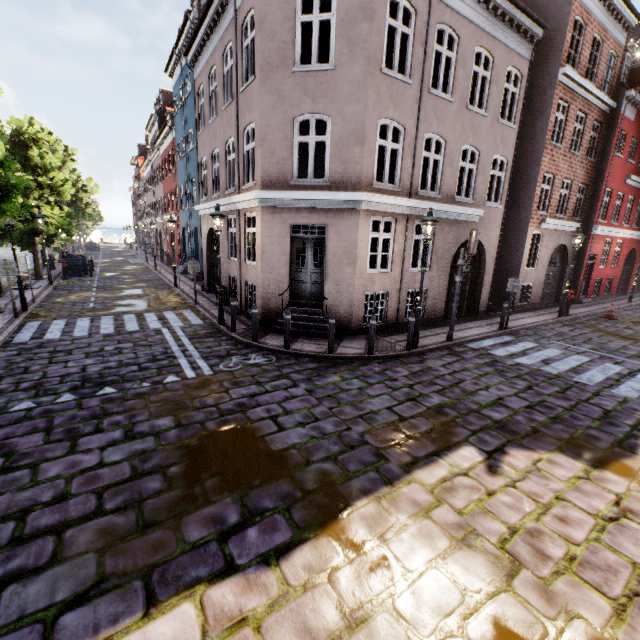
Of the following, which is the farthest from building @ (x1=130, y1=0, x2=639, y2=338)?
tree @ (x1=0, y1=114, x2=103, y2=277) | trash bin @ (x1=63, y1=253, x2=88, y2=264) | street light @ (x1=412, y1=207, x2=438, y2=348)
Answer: trash bin @ (x1=63, y1=253, x2=88, y2=264)

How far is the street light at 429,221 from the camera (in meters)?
8.64

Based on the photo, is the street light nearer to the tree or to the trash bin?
the tree

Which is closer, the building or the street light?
the street light

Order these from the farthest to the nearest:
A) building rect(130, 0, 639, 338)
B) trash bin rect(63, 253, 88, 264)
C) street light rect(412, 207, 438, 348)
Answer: trash bin rect(63, 253, 88, 264)
building rect(130, 0, 639, 338)
street light rect(412, 207, 438, 348)

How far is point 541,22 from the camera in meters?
11.5 m

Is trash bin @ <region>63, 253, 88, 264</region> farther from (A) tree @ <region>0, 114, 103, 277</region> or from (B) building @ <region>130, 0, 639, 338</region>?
(B) building @ <region>130, 0, 639, 338</region>

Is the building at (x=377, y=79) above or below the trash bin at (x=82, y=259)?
above
